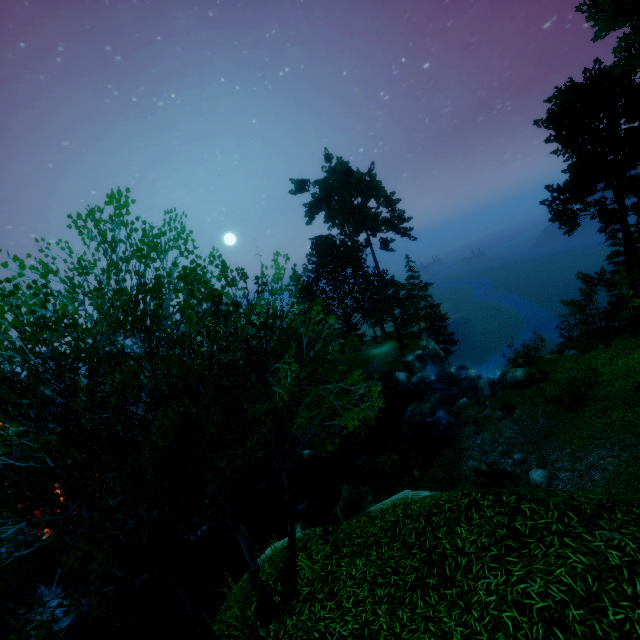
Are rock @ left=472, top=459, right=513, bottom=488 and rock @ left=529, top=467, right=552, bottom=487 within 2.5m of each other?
yes

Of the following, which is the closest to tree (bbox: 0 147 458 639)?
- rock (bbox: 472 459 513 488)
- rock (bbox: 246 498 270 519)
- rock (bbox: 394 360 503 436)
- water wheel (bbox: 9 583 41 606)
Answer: rock (bbox: 394 360 503 436)

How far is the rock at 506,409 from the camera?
17.95m

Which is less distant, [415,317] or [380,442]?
[380,442]

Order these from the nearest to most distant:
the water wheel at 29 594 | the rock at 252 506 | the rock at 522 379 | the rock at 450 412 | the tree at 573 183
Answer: the water wheel at 29 594 < the tree at 573 183 < the rock at 522 379 < the rock at 252 506 < the rock at 450 412

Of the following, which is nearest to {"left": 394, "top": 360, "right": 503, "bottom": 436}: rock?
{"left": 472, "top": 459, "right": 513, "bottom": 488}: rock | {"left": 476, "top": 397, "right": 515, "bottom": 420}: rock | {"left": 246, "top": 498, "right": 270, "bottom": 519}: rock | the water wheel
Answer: {"left": 476, "top": 397, "right": 515, "bottom": 420}: rock

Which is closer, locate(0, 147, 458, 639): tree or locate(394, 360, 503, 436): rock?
locate(0, 147, 458, 639): tree
